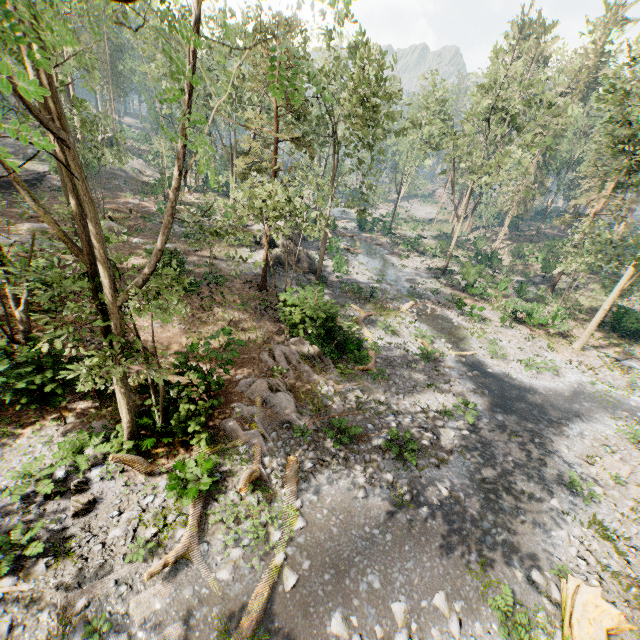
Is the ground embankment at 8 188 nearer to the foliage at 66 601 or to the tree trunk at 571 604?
the foliage at 66 601

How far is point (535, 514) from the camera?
11.7 meters

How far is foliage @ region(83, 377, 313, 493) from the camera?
10.2m

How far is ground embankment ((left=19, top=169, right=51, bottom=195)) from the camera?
31.95m

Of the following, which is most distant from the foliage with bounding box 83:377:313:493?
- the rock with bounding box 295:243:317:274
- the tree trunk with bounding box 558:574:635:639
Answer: the rock with bounding box 295:243:317:274

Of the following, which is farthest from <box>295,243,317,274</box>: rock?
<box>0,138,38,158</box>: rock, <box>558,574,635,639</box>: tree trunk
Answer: <box>558,574,635,639</box>: tree trunk

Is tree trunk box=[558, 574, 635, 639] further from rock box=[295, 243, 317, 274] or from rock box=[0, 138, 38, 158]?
rock box=[0, 138, 38, 158]

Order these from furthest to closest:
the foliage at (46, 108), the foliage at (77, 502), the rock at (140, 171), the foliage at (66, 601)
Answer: the rock at (140, 171) < the foliage at (77, 502) < the foliage at (66, 601) < the foliage at (46, 108)
